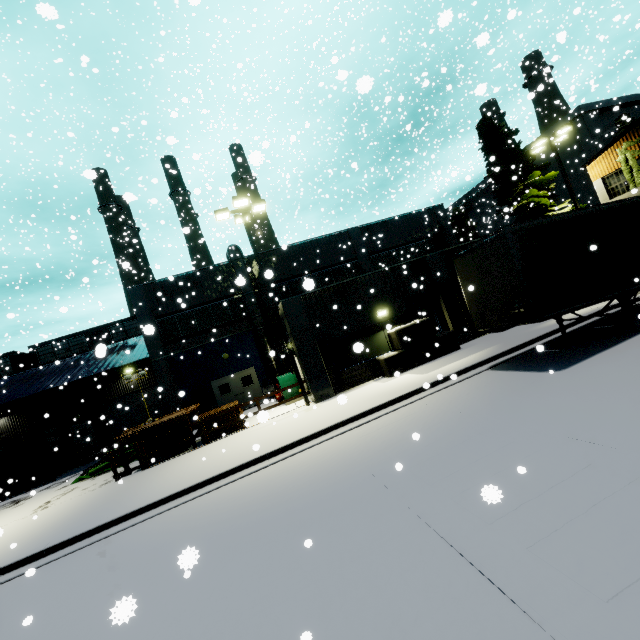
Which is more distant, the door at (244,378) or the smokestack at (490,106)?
the smokestack at (490,106)

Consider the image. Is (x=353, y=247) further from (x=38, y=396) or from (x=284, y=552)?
(x=38, y=396)

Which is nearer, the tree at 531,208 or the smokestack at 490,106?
the tree at 531,208

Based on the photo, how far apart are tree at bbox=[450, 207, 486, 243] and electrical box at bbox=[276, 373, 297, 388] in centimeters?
3689cm

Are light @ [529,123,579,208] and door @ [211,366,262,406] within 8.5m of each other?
no

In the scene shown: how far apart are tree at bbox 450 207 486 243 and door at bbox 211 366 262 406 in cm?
3635

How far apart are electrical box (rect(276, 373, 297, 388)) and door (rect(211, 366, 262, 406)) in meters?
3.4

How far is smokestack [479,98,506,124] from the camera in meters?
47.7
